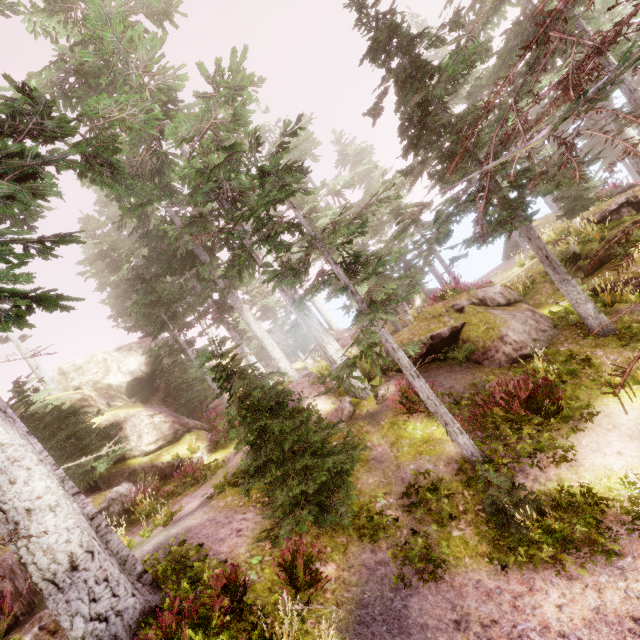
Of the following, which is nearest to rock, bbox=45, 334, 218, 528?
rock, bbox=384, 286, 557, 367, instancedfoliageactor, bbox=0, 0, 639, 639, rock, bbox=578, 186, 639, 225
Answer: instancedfoliageactor, bbox=0, 0, 639, 639

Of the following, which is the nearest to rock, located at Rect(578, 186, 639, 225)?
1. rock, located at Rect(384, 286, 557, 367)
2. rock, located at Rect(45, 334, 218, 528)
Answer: rock, located at Rect(384, 286, 557, 367)

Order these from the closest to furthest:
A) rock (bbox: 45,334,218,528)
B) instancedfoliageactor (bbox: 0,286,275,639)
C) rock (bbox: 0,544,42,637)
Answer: instancedfoliageactor (bbox: 0,286,275,639), rock (bbox: 0,544,42,637), rock (bbox: 45,334,218,528)

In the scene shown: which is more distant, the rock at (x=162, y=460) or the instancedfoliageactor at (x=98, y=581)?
the rock at (x=162, y=460)

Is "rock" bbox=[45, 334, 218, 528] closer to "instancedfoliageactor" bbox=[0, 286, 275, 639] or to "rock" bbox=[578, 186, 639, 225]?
"instancedfoliageactor" bbox=[0, 286, 275, 639]

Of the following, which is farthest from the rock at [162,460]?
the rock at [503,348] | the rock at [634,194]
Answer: the rock at [634,194]

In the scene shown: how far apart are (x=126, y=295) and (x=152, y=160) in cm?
1328

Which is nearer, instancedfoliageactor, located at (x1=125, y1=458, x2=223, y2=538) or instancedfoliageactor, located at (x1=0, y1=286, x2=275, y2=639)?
instancedfoliageactor, located at (x1=0, y1=286, x2=275, y2=639)
